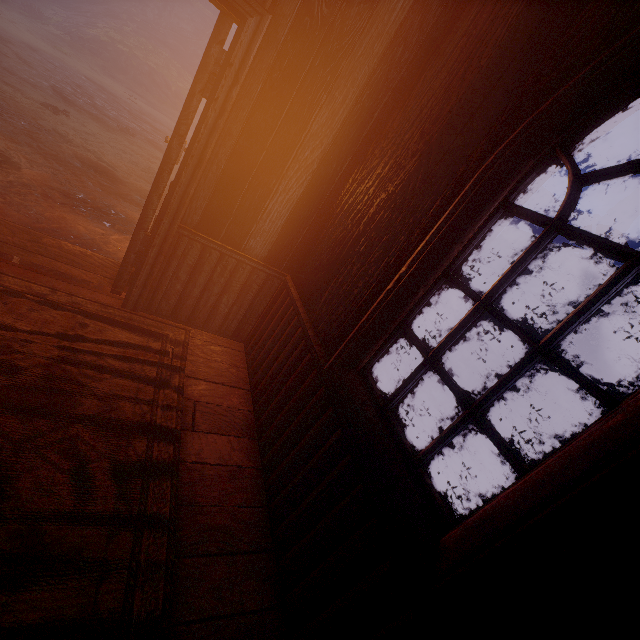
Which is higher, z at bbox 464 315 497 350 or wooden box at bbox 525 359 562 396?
wooden box at bbox 525 359 562 396

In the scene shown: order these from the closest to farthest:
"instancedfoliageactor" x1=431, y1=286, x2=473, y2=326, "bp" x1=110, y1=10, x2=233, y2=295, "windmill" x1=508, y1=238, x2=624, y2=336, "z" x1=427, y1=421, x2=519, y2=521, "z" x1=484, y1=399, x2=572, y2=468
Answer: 1. "bp" x1=110, y1=10, x2=233, y2=295
2. "z" x1=427, y1=421, x2=519, y2=521
3. "z" x1=484, y1=399, x2=572, y2=468
4. "instancedfoliageactor" x1=431, y1=286, x2=473, y2=326
5. "windmill" x1=508, y1=238, x2=624, y2=336

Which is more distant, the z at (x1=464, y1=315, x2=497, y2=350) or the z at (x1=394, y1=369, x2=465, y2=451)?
the z at (x1=464, y1=315, x2=497, y2=350)

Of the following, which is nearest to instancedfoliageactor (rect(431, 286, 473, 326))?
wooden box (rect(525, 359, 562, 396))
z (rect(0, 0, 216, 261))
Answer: z (rect(0, 0, 216, 261))

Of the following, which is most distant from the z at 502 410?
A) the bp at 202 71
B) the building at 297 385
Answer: the bp at 202 71

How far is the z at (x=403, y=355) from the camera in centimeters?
683cm

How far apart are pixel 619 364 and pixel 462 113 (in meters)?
Answer: 22.01

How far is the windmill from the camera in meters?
16.0 m
